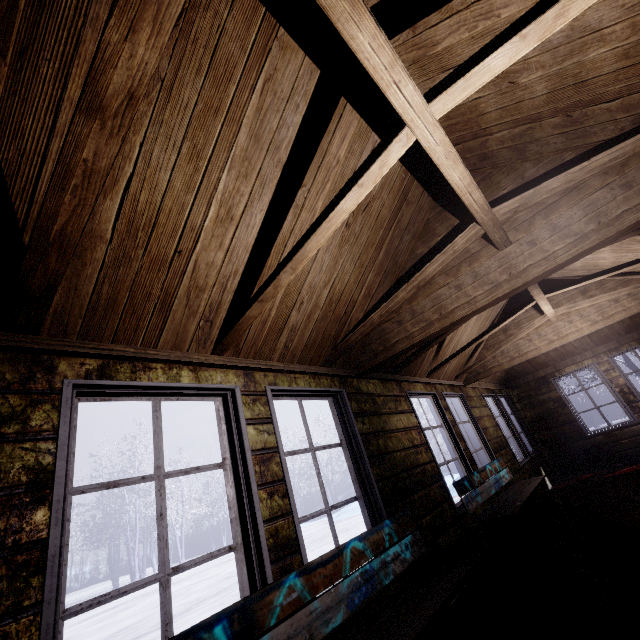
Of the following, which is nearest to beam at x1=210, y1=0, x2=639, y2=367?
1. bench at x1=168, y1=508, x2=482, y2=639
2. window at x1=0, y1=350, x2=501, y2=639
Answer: window at x1=0, y1=350, x2=501, y2=639

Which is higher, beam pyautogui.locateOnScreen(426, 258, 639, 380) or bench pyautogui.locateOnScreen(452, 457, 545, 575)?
beam pyautogui.locateOnScreen(426, 258, 639, 380)

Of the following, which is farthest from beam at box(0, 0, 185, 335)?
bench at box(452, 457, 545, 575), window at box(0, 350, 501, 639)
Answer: bench at box(452, 457, 545, 575)

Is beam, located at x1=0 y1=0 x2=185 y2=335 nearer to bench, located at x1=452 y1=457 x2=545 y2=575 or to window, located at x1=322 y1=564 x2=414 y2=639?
window, located at x1=322 y1=564 x2=414 y2=639

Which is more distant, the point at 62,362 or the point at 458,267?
the point at 458,267

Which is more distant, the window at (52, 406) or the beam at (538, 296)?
the beam at (538, 296)

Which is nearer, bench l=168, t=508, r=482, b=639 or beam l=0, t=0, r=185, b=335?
beam l=0, t=0, r=185, b=335
